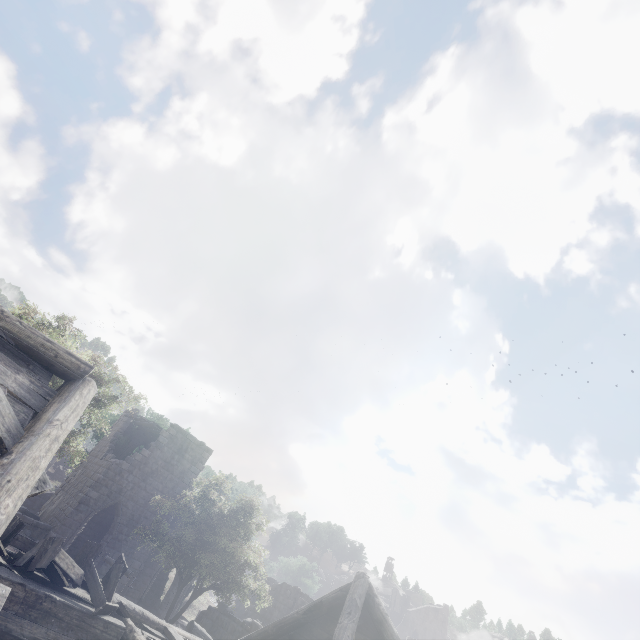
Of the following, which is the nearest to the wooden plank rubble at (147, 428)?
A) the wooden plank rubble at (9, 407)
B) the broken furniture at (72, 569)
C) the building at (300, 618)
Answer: the building at (300, 618)

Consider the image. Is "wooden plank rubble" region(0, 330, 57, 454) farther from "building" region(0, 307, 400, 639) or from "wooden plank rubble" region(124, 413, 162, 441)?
"wooden plank rubble" region(124, 413, 162, 441)

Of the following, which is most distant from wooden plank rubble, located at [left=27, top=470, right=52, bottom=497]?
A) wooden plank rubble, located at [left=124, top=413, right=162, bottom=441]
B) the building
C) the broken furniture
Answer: wooden plank rubble, located at [left=124, top=413, right=162, bottom=441]

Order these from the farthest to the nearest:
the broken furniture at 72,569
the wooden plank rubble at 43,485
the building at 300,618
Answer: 1. the broken furniture at 72,569
2. the building at 300,618
3. the wooden plank rubble at 43,485

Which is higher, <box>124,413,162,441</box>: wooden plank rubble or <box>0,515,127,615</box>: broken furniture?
<box>124,413,162,441</box>: wooden plank rubble

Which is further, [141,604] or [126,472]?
[141,604]

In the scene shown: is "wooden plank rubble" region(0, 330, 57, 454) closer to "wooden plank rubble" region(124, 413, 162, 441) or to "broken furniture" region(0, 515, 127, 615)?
"broken furniture" region(0, 515, 127, 615)
